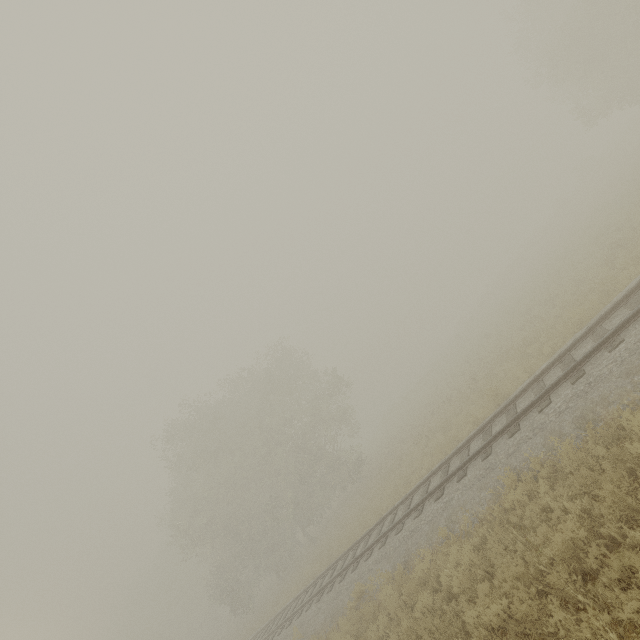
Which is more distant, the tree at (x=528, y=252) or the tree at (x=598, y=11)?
the tree at (x=528, y=252)

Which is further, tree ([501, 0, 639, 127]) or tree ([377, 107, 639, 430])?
tree ([377, 107, 639, 430])

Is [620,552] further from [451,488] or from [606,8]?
[606,8]

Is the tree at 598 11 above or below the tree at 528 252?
above

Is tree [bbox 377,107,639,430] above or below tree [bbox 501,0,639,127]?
below
